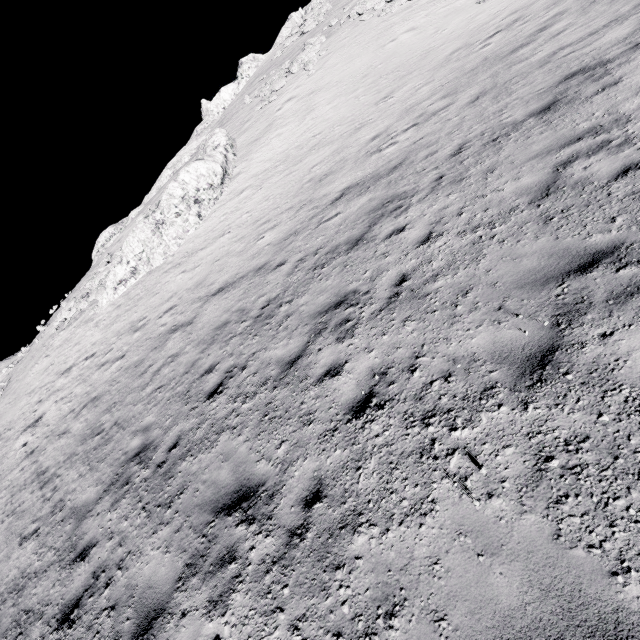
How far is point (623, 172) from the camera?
5.1m
